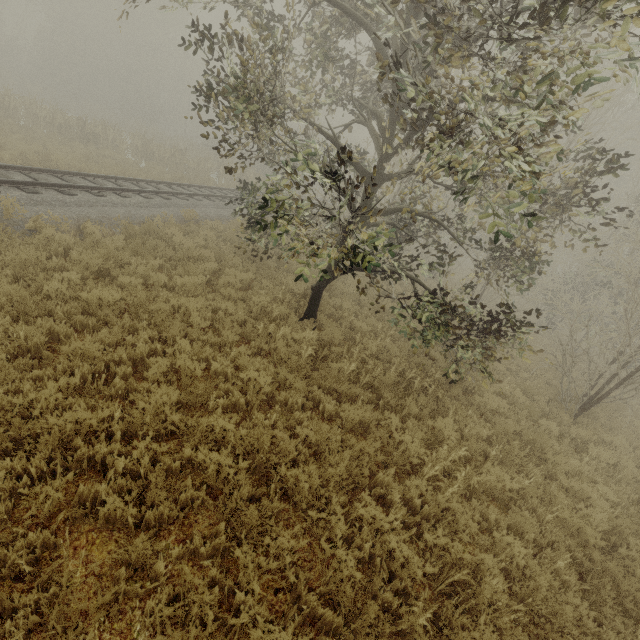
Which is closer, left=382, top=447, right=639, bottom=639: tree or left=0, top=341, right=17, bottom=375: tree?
left=382, top=447, right=639, bottom=639: tree

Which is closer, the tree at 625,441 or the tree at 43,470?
the tree at 43,470

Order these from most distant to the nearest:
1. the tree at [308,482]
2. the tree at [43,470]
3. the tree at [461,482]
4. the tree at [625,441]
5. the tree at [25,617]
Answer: the tree at [625,441], the tree at [461,482], the tree at [308,482], the tree at [43,470], the tree at [25,617]

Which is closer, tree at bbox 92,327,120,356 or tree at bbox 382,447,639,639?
tree at bbox 382,447,639,639

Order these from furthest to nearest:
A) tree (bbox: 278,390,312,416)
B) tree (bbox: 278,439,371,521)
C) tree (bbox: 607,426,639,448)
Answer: tree (bbox: 607,426,639,448), tree (bbox: 278,390,312,416), tree (bbox: 278,439,371,521)

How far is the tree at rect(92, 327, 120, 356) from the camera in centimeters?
520cm

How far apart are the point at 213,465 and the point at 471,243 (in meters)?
14.60
